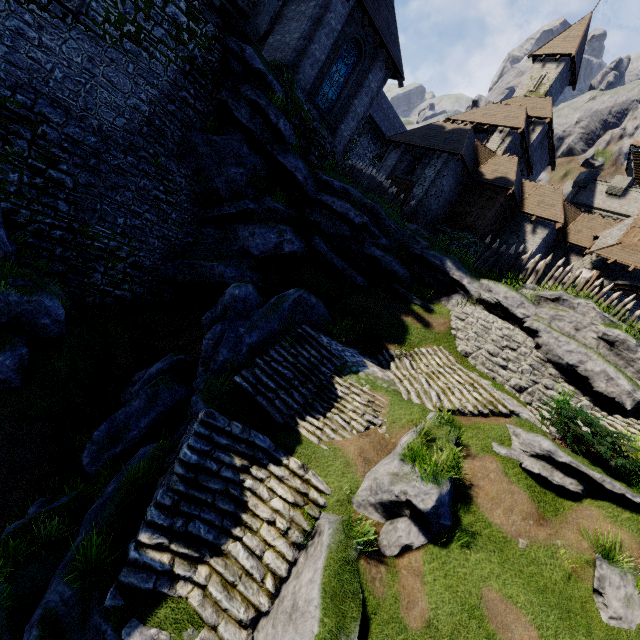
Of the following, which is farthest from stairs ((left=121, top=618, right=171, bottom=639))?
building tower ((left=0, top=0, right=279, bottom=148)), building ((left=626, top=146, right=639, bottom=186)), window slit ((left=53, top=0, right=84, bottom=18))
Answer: building ((left=626, top=146, right=639, bottom=186))

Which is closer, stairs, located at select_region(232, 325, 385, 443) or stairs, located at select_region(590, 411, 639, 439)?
stairs, located at select_region(232, 325, 385, 443)

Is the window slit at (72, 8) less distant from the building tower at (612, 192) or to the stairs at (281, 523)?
the stairs at (281, 523)

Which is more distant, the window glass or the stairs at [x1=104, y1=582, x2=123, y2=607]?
the window glass

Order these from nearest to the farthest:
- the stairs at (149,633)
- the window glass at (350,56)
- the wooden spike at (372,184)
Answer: the stairs at (149,633) < the window glass at (350,56) < the wooden spike at (372,184)

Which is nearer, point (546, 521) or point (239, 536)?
point (239, 536)

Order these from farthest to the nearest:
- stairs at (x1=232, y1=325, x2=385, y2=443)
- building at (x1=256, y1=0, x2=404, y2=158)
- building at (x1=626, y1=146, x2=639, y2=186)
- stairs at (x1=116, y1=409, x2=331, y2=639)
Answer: building at (x1=626, y1=146, x2=639, y2=186), building at (x1=256, y1=0, x2=404, y2=158), stairs at (x1=232, y1=325, x2=385, y2=443), stairs at (x1=116, y1=409, x2=331, y2=639)

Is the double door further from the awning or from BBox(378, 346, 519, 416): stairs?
BBox(378, 346, 519, 416): stairs
